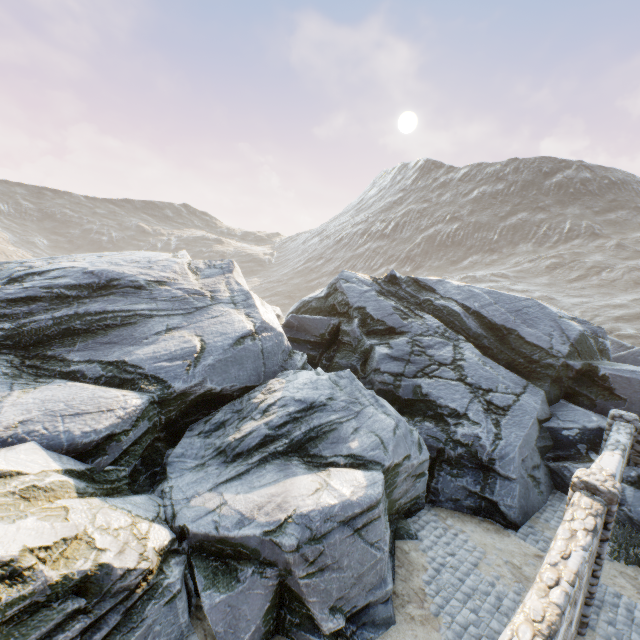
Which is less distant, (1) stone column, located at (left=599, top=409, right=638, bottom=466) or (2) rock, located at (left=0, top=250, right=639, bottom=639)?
(2) rock, located at (left=0, top=250, right=639, bottom=639)

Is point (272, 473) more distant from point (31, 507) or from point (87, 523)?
point (31, 507)

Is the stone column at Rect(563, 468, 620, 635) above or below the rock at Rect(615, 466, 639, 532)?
above

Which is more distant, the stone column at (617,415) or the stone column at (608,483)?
the stone column at (617,415)

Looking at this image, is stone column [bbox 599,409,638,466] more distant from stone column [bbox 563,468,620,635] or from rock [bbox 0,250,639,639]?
stone column [bbox 563,468,620,635]

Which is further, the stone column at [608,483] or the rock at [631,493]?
the rock at [631,493]

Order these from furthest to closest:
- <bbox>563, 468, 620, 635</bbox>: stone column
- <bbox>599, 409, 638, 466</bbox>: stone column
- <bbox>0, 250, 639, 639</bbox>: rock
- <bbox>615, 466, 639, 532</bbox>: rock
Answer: <bbox>599, 409, 638, 466</bbox>: stone column → <bbox>615, 466, 639, 532</bbox>: rock → <bbox>563, 468, 620, 635</bbox>: stone column → <bbox>0, 250, 639, 639</bbox>: rock
